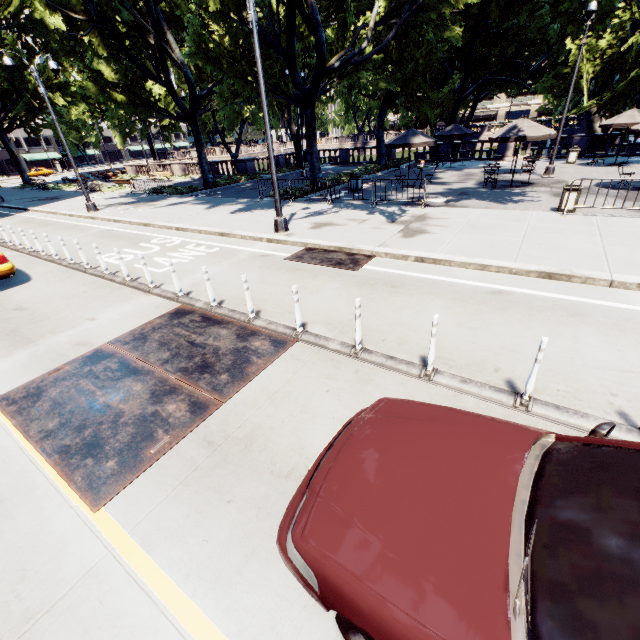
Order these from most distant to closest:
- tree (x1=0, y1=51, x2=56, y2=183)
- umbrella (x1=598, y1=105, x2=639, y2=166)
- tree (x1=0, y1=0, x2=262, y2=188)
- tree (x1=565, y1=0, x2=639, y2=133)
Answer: tree (x1=0, y1=51, x2=56, y2=183)
tree (x1=565, y1=0, x2=639, y2=133)
tree (x1=0, y1=0, x2=262, y2=188)
umbrella (x1=598, y1=105, x2=639, y2=166)

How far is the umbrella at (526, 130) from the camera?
14.4m

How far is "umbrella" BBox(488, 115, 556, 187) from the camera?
14.4m

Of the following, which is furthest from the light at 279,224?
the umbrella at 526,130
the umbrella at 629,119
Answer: the umbrella at 629,119

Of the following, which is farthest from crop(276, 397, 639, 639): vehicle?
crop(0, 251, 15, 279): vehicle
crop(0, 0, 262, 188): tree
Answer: crop(0, 0, 262, 188): tree

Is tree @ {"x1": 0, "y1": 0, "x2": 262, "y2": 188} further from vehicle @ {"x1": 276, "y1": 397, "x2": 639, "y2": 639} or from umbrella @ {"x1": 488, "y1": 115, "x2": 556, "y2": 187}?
vehicle @ {"x1": 276, "y1": 397, "x2": 639, "y2": 639}

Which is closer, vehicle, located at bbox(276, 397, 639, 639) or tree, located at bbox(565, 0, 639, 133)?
vehicle, located at bbox(276, 397, 639, 639)

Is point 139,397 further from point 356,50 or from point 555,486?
point 356,50
